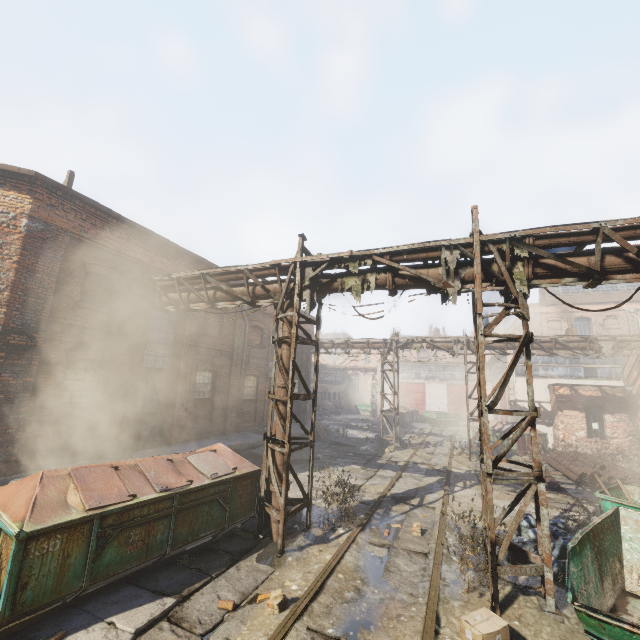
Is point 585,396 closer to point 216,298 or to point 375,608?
point 375,608

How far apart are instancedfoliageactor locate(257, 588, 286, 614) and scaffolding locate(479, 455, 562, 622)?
3.2 meters

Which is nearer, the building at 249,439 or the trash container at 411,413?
the building at 249,439

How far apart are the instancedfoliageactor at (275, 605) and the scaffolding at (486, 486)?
3.21m

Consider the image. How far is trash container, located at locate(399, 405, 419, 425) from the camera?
30.8m

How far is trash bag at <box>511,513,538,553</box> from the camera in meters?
6.6

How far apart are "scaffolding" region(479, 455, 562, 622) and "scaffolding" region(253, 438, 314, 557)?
3.70m

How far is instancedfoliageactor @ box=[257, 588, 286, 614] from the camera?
4.8 meters
